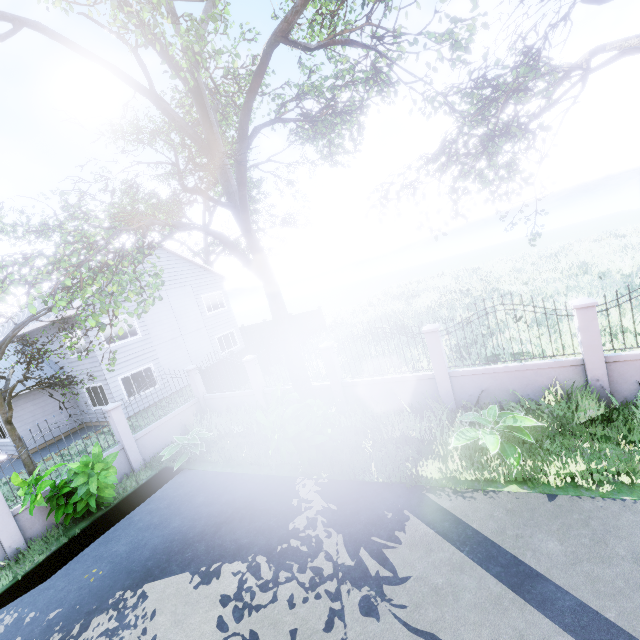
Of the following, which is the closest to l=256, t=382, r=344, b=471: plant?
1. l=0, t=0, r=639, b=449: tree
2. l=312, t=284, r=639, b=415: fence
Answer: l=312, t=284, r=639, b=415: fence

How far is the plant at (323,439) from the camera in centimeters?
708cm

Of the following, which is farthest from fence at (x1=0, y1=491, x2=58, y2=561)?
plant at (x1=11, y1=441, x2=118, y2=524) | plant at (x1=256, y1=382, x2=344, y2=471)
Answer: plant at (x1=256, y1=382, x2=344, y2=471)

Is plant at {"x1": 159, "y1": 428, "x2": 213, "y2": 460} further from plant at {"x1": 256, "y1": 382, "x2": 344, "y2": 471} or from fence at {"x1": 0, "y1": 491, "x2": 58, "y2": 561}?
plant at {"x1": 256, "y1": 382, "x2": 344, "y2": 471}

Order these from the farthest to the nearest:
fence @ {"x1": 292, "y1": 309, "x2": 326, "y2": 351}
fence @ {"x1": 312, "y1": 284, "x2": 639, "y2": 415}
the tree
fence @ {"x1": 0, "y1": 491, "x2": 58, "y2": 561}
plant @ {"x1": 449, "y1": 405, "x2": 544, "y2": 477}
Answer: fence @ {"x1": 292, "y1": 309, "x2": 326, "y2": 351}, fence @ {"x1": 0, "y1": 491, "x2": 58, "y2": 561}, fence @ {"x1": 312, "y1": 284, "x2": 639, "y2": 415}, plant @ {"x1": 449, "y1": 405, "x2": 544, "y2": 477}, the tree

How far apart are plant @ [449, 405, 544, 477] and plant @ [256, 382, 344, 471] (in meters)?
3.11

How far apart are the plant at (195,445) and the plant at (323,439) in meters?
3.6

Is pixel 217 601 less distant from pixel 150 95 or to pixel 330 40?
pixel 330 40
